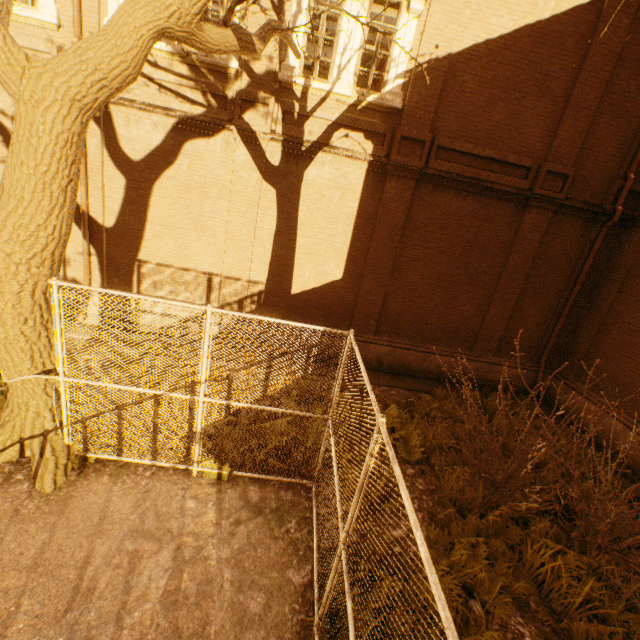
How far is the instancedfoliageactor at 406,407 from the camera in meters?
6.3

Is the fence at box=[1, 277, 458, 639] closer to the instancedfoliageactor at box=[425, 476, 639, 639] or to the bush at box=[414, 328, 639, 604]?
the instancedfoliageactor at box=[425, 476, 639, 639]

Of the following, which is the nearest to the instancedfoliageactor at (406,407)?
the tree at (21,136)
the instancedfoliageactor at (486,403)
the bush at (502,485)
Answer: the bush at (502,485)

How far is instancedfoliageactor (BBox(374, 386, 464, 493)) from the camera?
6.3m

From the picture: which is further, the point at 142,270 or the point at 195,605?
the point at 142,270

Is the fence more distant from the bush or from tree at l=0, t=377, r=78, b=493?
the bush

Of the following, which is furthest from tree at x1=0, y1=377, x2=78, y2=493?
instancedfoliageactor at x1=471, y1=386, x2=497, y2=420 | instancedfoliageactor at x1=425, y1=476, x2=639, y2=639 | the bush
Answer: instancedfoliageactor at x1=471, y1=386, x2=497, y2=420

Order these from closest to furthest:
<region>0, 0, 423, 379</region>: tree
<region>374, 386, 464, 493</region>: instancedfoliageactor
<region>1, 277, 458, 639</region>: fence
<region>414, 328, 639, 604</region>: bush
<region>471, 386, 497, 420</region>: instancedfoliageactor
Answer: <region>1, 277, 458, 639</region>: fence < <region>0, 0, 423, 379</region>: tree < <region>414, 328, 639, 604</region>: bush < <region>374, 386, 464, 493</region>: instancedfoliageactor < <region>471, 386, 497, 420</region>: instancedfoliageactor
